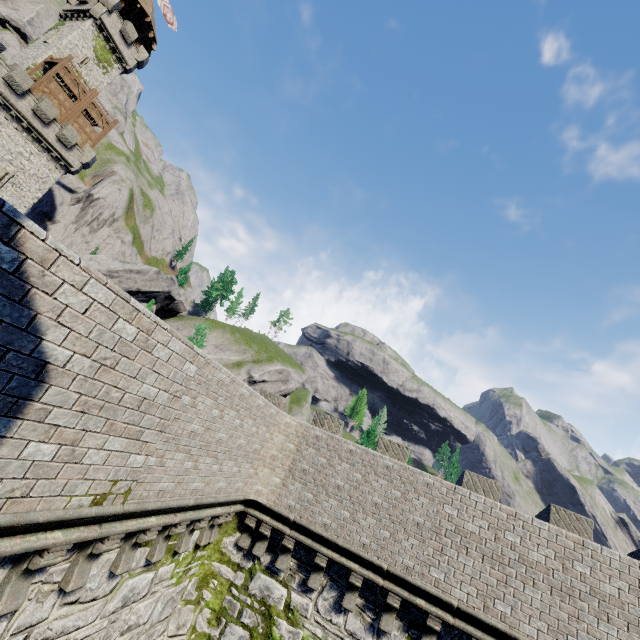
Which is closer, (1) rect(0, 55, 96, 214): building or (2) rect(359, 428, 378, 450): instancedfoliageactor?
(1) rect(0, 55, 96, 214): building

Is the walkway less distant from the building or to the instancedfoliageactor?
the building

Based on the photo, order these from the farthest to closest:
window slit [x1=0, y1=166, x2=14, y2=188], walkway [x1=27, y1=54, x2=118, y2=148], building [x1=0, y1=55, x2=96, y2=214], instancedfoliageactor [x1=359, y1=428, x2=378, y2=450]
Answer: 1. instancedfoliageactor [x1=359, y1=428, x2=378, y2=450]
2. walkway [x1=27, y1=54, x2=118, y2=148]
3. window slit [x1=0, y1=166, x2=14, y2=188]
4. building [x1=0, y1=55, x2=96, y2=214]

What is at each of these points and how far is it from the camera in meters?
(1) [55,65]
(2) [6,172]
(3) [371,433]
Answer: (1) walkway, 31.8 m
(2) window slit, 29.2 m
(3) instancedfoliageactor, 59.4 m

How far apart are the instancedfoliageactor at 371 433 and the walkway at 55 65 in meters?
57.8 m

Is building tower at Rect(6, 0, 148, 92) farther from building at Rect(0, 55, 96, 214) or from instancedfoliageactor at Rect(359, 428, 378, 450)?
instancedfoliageactor at Rect(359, 428, 378, 450)

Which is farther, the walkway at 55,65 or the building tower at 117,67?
the building tower at 117,67

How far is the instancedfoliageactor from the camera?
58.09m
